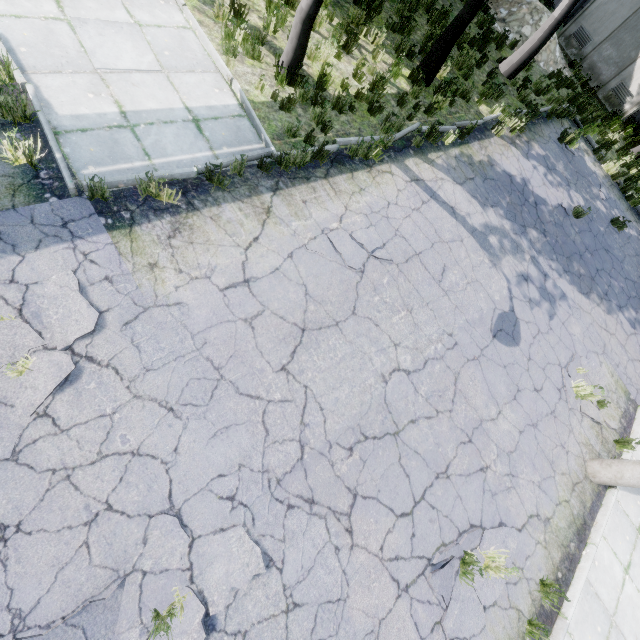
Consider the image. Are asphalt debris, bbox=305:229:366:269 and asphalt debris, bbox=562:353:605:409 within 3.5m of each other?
no

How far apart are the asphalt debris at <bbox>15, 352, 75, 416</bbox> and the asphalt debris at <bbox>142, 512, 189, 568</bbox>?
1.4m

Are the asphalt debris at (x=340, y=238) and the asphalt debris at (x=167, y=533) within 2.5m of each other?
no

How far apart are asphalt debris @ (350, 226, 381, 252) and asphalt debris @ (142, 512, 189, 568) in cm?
399

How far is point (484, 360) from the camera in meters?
6.4

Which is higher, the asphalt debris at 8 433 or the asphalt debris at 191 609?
the asphalt debris at 191 609

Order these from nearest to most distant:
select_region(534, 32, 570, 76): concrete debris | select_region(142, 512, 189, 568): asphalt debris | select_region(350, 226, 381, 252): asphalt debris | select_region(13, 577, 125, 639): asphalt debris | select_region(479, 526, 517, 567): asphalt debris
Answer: select_region(13, 577, 125, 639): asphalt debris, select_region(142, 512, 189, 568): asphalt debris, select_region(479, 526, 517, 567): asphalt debris, select_region(350, 226, 381, 252): asphalt debris, select_region(534, 32, 570, 76): concrete debris

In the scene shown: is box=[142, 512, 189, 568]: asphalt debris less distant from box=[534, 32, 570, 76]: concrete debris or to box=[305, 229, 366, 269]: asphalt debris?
box=[305, 229, 366, 269]: asphalt debris
